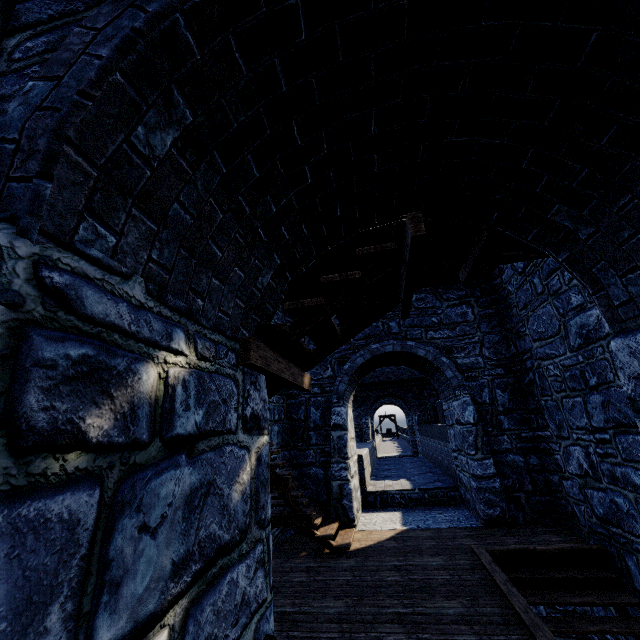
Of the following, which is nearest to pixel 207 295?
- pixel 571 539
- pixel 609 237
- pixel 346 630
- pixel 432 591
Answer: pixel 609 237
